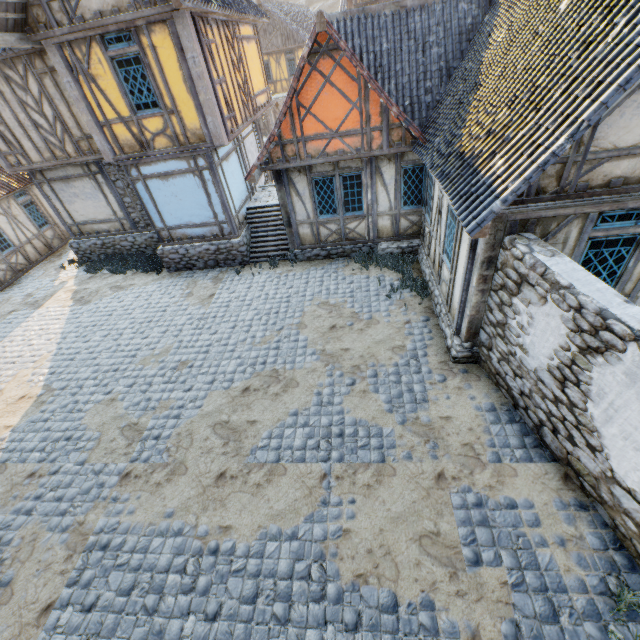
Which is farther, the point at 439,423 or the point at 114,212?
the point at 114,212

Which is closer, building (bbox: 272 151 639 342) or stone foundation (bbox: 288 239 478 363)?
building (bbox: 272 151 639 342)

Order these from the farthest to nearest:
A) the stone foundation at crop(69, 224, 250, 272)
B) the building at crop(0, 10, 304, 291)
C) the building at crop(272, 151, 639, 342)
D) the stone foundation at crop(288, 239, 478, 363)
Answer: the stone foundation at crop(69, 224, 250, 272), the building at crop(0, 10, 304, 291), the stone foundation at crop(288, 239, 478, 363), the building at crop(272, 151, 639, 342)

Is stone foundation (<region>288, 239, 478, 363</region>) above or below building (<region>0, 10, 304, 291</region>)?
below

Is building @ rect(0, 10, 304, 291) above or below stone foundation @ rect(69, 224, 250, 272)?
above

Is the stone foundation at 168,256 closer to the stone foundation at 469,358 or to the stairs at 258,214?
the stairs at 258,214

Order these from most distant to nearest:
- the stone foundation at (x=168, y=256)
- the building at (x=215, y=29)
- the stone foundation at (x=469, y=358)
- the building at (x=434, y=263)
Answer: the stone foundation at (x=168, y=256) → the building at (x=215, y=29) → the stone foundation at (x=469, y=358) → the building at (x=434, y=263)

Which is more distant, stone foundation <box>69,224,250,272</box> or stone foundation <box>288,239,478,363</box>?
stone foundation <box>69,224,250,272</box>
